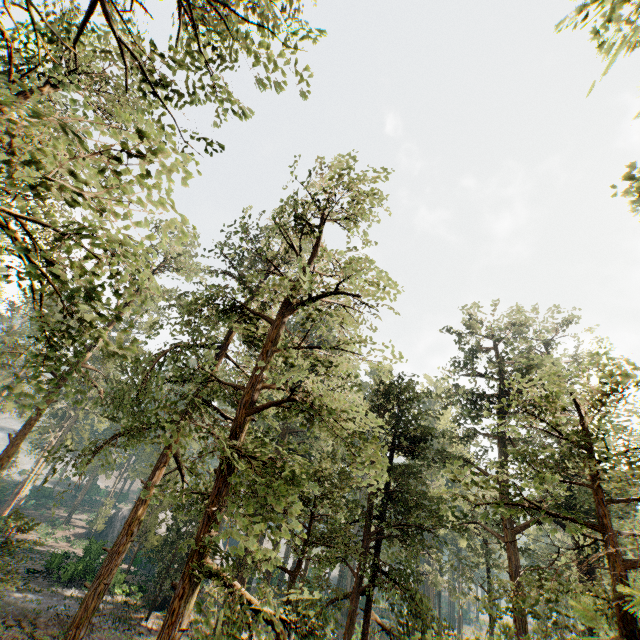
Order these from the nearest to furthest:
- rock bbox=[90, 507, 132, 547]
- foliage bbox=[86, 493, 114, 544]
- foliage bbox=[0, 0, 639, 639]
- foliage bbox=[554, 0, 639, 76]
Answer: foliage bbox=[554, 0, 639, 76] → foliage bbox=[0, 0, 639, 639] → rock bbox=[90, 507, 132, 547] → foliage bbox=[86, 493, 114, 544]

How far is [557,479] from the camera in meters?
6.4 m

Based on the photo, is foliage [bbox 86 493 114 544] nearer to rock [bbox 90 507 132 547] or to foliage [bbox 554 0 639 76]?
rock [bbox 90 507 132 547]

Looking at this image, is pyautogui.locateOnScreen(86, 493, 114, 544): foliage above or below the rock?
above

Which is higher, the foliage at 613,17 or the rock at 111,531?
the foliage at 613,17

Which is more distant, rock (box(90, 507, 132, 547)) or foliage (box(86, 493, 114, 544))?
foliage (box(86, 493, 114, 544))

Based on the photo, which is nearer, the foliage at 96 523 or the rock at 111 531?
the rock at 111 531

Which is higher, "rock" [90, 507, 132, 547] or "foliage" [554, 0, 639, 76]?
"foliage" [554, 0, 639, 76]
